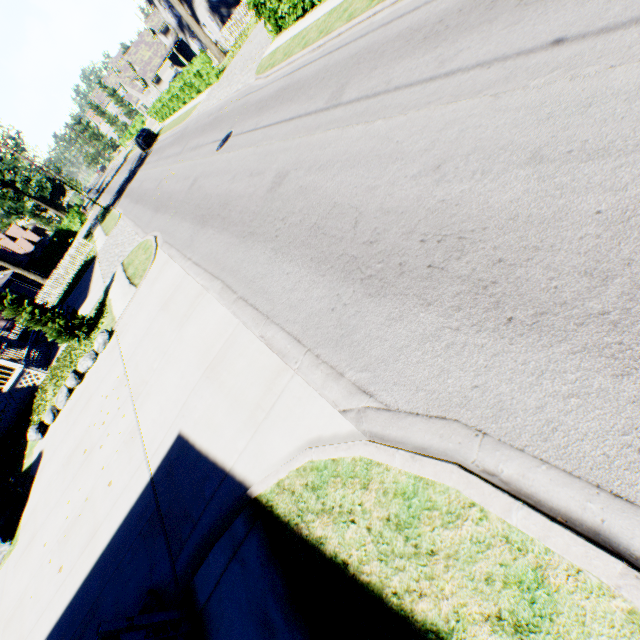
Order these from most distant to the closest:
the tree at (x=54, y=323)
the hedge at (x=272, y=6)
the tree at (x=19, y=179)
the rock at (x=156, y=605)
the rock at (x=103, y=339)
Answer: the tree at (x=19, y=179) < the hedge at (x=272, y=6) < the tree at (x=54, y=323) < the rock at (x=103, y=339) < the rock at (x=156, y=605)

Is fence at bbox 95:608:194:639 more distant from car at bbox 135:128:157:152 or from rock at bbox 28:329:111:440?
car at bbox 135:128:157:152

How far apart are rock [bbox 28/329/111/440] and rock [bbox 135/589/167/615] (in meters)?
9.35

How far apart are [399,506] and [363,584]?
0.7 meters

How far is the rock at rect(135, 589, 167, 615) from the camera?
3.9 meters

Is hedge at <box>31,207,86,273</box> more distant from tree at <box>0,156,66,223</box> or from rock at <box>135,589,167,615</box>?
rock at <box>135,589,167,615</box>

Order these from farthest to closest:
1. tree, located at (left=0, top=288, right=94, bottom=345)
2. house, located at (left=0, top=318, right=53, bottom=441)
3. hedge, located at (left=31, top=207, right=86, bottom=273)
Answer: hedge, located at (left=31, top=207, right=86, bottom=273)
house, located at (left=0, top=318, right=53, bottom=441)
tree, located at (left=0, top=288, right=94, bottom=345)

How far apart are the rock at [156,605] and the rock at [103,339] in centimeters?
935cm
